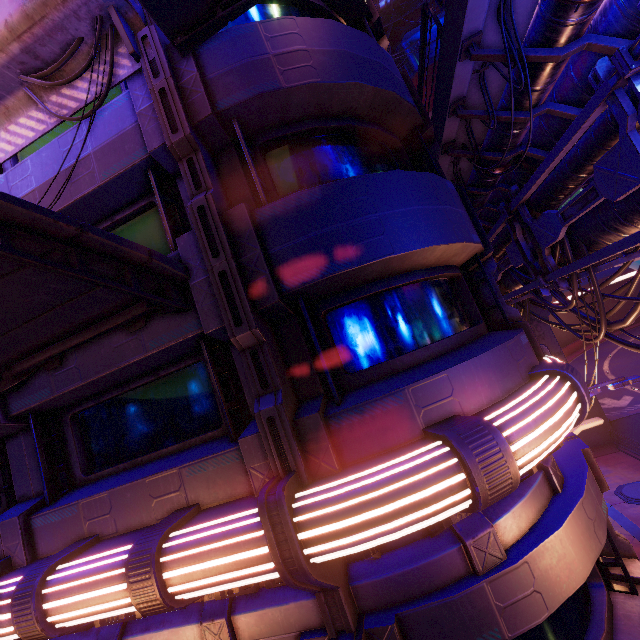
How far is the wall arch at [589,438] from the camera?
20.81m

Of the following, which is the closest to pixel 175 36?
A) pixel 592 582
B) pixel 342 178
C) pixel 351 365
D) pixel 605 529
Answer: pixel 342 178

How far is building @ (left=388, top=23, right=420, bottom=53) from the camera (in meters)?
37.28

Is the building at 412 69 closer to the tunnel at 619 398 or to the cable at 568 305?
the tunnel at 619 398

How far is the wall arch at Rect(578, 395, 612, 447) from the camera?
20.81m

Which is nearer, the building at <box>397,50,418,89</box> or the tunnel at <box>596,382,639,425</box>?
the tunnel at <box>596,382,639,425</box>

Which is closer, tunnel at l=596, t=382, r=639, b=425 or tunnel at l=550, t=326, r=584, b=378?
tunnel at l=596, t=382, r=639, b=425

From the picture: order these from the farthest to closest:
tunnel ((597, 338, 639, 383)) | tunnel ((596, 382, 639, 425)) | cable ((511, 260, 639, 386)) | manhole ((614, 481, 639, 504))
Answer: tunnel ((597, 338, 639, 383)), tunnel ((596, 382, 639, 425)), manhole ((614, 481, 639, 504)), cable ((511, 260, 639, 386))
